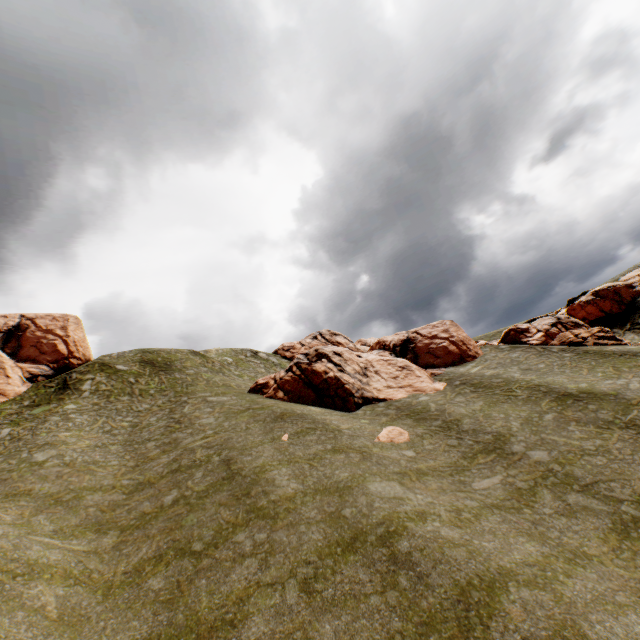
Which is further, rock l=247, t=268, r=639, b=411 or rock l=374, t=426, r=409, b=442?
rock l=247, t=268, r=639, b=411

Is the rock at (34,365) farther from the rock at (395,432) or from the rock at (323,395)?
the rock at (395,432)

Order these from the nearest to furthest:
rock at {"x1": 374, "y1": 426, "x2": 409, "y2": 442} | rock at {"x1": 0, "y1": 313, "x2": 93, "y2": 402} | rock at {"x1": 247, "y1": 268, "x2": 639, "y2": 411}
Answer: rock at {"x1": 374, "y1": 426, "x2": 409, "y2": 442}, rock at {"x1": 247, "y1": 268, "x2": 639, "y2": 411}, rock at {"x1": 0, "y1": 313, "x2": 93, "y2": 402}

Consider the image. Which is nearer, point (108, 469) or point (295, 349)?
point (108, 469)

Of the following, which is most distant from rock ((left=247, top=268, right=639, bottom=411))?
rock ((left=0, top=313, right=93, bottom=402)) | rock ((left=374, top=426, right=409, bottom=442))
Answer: rock ((left=0, top=313, right=93, bottom=402))

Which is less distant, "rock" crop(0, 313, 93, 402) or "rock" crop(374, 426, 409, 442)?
"rock" crop(374, 426, 409, 442)

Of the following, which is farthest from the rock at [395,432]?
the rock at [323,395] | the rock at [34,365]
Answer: the rock at [34,365]

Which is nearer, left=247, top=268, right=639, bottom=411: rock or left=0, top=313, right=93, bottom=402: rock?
left=247, top=268, right=639, bottom=411: rock
